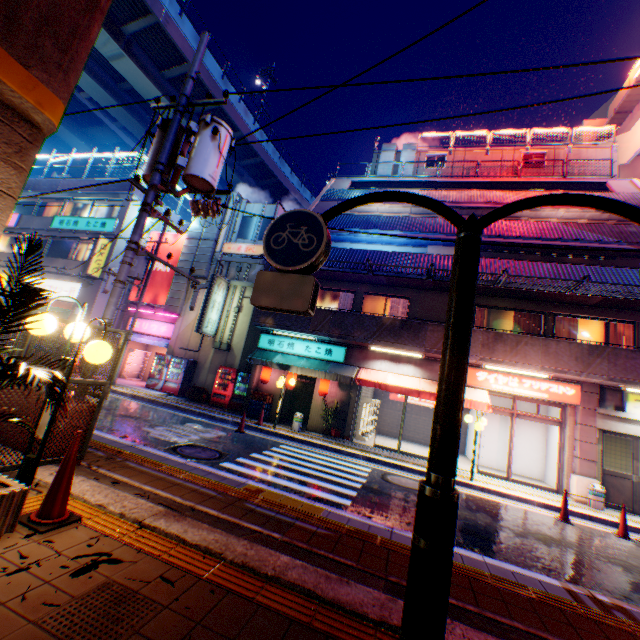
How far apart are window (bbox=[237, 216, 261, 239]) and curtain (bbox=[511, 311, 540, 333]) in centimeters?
1359cm

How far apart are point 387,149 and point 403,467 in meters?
21.4

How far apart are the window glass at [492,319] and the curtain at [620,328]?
3.2 meters

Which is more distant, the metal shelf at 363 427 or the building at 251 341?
the building at 251 341

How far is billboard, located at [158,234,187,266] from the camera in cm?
2077

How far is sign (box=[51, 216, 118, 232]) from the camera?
20.8m

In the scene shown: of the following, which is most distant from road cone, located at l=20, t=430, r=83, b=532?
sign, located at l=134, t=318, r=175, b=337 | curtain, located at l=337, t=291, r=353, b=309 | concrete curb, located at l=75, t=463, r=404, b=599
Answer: sign, located at l=134, t=318, r=175, b=337

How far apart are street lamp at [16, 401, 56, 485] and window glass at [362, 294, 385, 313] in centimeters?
1198cm
